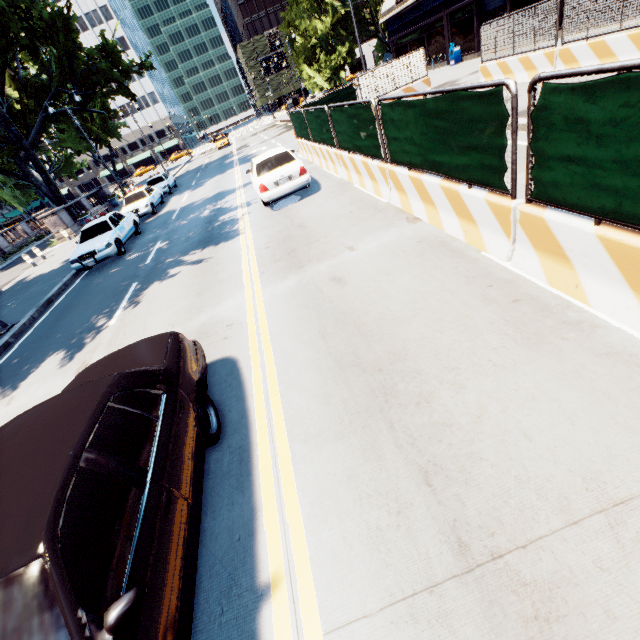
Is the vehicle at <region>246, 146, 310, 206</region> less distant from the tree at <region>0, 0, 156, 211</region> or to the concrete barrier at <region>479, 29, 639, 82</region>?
the concrete barrier at <region>479, 29, 639, 82</region>

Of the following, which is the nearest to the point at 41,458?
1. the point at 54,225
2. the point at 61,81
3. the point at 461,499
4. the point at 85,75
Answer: the point at 461,499

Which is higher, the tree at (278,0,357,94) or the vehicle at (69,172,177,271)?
the tree at (278,0,357,94)

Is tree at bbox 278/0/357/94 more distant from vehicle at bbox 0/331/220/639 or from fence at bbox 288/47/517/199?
fence at bbox 288/47/517/199

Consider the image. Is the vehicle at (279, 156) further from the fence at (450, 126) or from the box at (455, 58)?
the box at (455, 58)

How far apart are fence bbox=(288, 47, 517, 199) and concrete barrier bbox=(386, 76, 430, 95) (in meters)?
0.00

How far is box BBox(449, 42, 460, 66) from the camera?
24.0m

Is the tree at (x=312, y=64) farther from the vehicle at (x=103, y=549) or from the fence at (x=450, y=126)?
the fence at (x=450, y=126)
